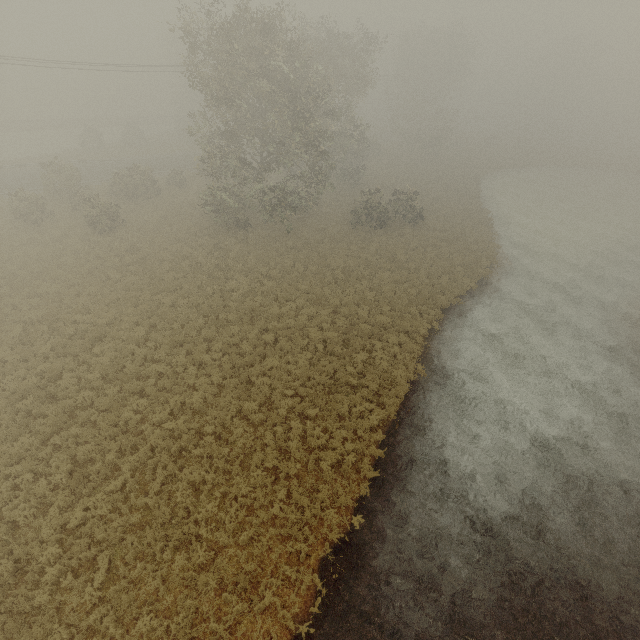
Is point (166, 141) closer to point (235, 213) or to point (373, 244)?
point (235, 213)
